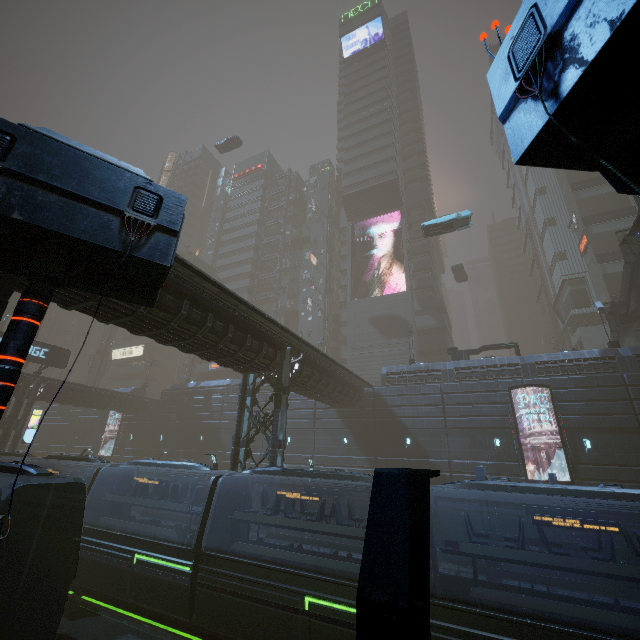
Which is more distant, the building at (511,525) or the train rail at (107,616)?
the building at (511,525)

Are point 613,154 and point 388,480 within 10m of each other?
yes

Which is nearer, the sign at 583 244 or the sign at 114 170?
the sign at 114 170

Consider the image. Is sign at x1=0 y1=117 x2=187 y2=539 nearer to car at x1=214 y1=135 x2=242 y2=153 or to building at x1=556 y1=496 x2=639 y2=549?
building at x1=556 y1=496 x2=639 y2=549

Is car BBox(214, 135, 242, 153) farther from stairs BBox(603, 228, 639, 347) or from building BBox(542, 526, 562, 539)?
stairs BBox(603, 228, 639, 347)

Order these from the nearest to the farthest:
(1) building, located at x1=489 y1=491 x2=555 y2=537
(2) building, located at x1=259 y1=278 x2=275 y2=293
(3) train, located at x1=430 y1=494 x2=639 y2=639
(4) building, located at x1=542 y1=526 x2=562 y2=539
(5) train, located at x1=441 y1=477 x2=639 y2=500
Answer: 1. (3) train, located at x1=430 y1=494 x2=639 y2=639
2. (5) train, located at x1=441 y1=477 x2=639 y2=500
3. (4) building, located at x1=542 y1=526 x2=562 y2=539
4. (1) building, located at x1=489 y1=491 x2=555 y2=537
5. (2) building, located at x1=259 y1=278 x2=275 y2=293

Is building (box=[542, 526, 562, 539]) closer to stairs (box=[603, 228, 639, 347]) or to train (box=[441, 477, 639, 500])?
train (box=[441, 477, 639, 500])

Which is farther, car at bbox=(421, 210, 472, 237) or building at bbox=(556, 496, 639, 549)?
car at bbox=(421, 210, 472, 237)
